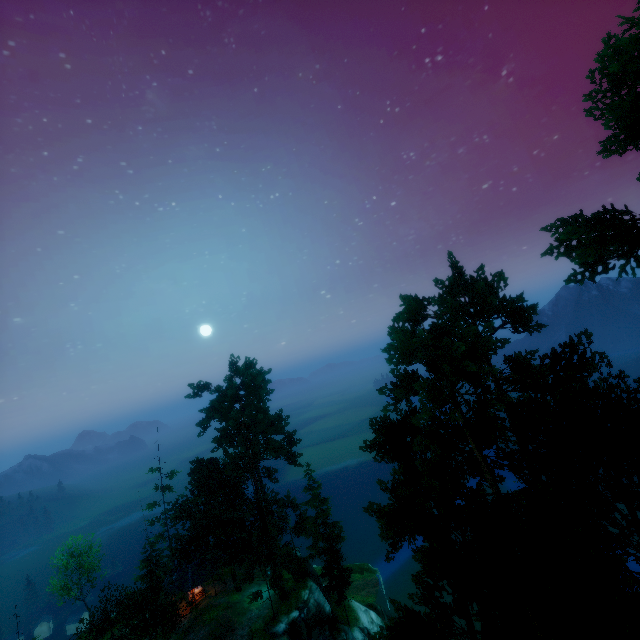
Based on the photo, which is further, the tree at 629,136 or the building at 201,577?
the building at 201,577

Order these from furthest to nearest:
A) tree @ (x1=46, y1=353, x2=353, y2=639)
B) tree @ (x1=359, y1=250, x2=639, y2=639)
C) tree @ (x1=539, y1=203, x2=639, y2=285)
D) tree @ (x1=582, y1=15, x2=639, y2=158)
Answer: tree @ (x1=46, y1=353, x2=353, y2=639), tree @ (x1=539, y1=203, x2=639, y2=285), tree @ (x1=582, y1=15, x2=639, y2=158), tree @ (x1=359, y1=250, x2=639, y2=639)

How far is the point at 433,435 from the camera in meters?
18.2 m

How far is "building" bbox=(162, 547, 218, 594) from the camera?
34.8 meters

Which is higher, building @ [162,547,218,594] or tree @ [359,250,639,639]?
tree @ [359,250,639,639]

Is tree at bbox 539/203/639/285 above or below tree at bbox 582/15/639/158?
below

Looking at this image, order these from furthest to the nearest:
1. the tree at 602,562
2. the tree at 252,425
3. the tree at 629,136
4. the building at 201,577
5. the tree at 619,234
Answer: the building at 201,577 → the tree at 252,425 → the tree at 619,234 → the tree at 629,136 → the tree at 602,562
